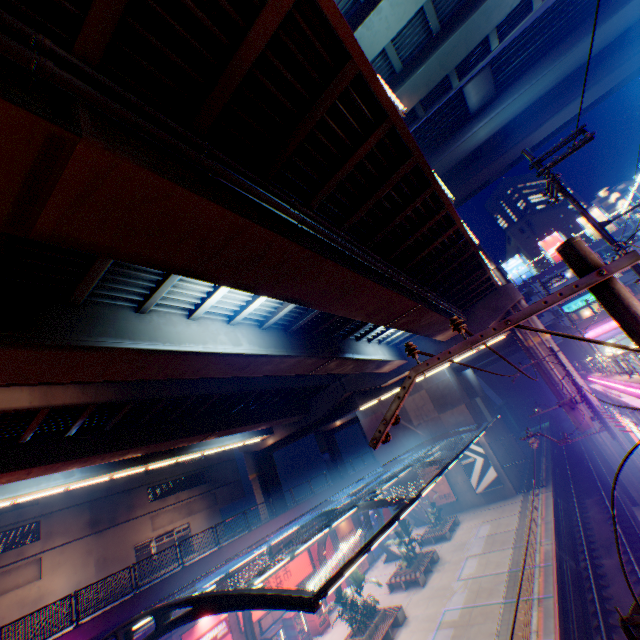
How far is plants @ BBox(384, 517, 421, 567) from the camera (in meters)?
22.30

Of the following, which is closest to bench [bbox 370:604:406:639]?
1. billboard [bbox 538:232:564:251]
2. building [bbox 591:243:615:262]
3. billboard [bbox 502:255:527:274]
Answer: building [bbox 591:243:615:262]

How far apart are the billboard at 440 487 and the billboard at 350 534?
9.3m

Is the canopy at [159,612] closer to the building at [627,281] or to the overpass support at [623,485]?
the overpass support at [623,485]

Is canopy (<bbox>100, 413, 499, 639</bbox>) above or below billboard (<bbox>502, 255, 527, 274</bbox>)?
below

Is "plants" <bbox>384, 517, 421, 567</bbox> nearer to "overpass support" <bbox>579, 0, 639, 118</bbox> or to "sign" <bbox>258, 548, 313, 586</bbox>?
"sign" <bbox>258, 548, 313, 586</bbox>

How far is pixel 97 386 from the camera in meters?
15.2

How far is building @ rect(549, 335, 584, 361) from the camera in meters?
46.2
